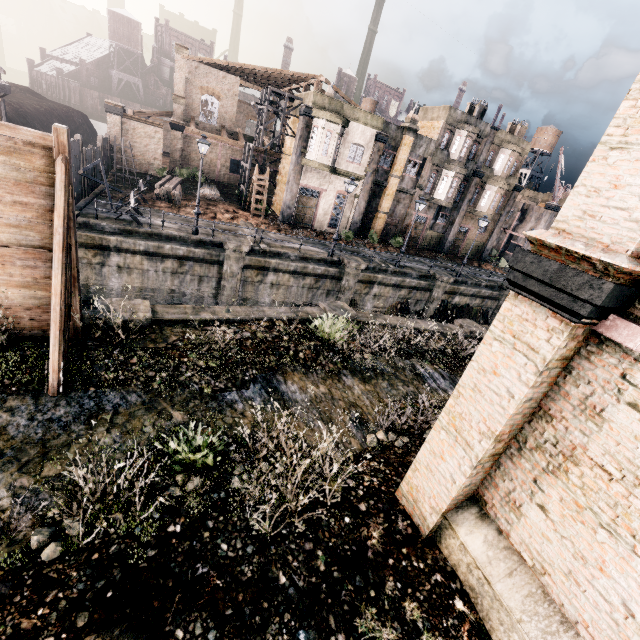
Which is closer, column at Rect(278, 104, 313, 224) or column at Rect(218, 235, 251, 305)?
column at Rect(218, 235, 251, 305)

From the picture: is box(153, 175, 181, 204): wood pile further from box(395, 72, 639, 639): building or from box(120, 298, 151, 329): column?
box(395, 72, 639, 639): building

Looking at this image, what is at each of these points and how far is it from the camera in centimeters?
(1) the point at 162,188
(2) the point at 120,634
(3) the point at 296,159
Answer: (1) wood pile, 2553cm
(2) stone debris, 445cm
(3) column, 2775cm

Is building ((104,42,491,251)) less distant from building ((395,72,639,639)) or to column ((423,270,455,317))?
column ((423,270,455,317))

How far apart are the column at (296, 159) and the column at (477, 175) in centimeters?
1941cm

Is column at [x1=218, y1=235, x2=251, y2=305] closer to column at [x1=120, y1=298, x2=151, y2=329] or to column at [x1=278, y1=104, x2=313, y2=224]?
column at [x1=120, y1=298, x2=151, y2=329]

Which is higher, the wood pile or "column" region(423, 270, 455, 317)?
the wood pile

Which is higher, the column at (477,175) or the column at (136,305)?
the column at (477,175)
